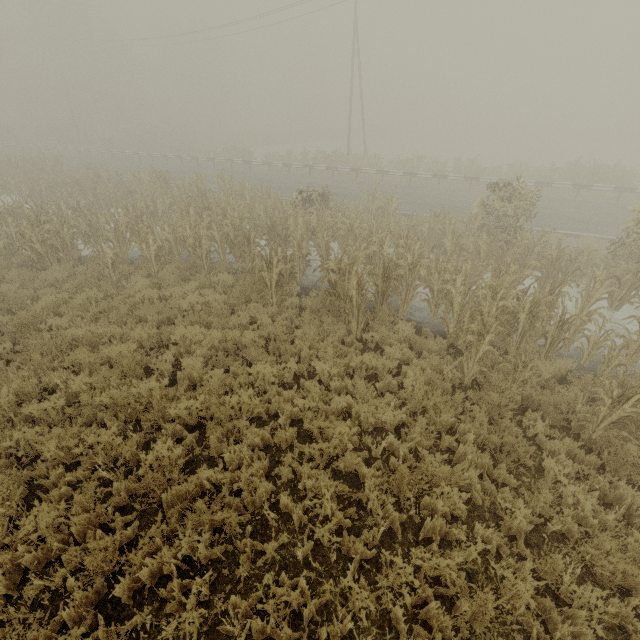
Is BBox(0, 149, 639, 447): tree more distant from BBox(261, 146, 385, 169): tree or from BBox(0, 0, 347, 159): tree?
BBox(0, 0, 347, 159): tree

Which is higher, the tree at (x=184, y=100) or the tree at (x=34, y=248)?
the tree at (x=184, y=100)

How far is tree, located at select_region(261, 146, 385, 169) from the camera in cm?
2471

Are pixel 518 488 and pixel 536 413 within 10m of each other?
yes

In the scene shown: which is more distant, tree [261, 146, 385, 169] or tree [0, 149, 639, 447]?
tree [261, 146, 385, 169]

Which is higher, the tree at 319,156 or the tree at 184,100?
the tree at 184,100
